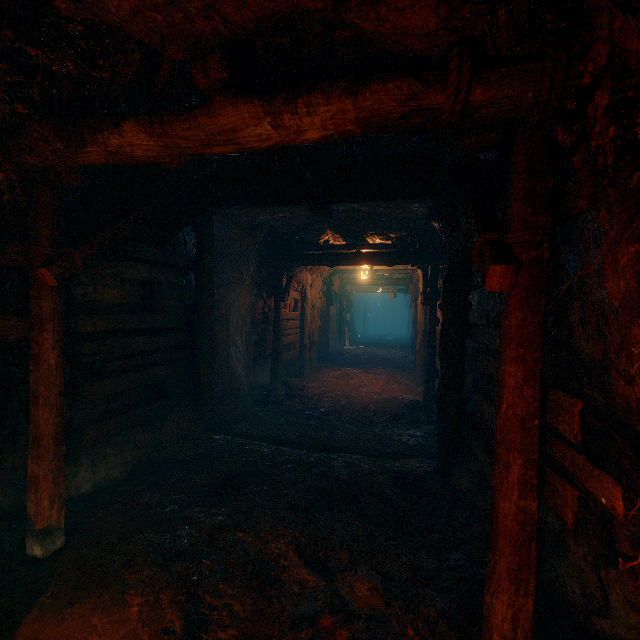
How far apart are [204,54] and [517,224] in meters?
2.7
